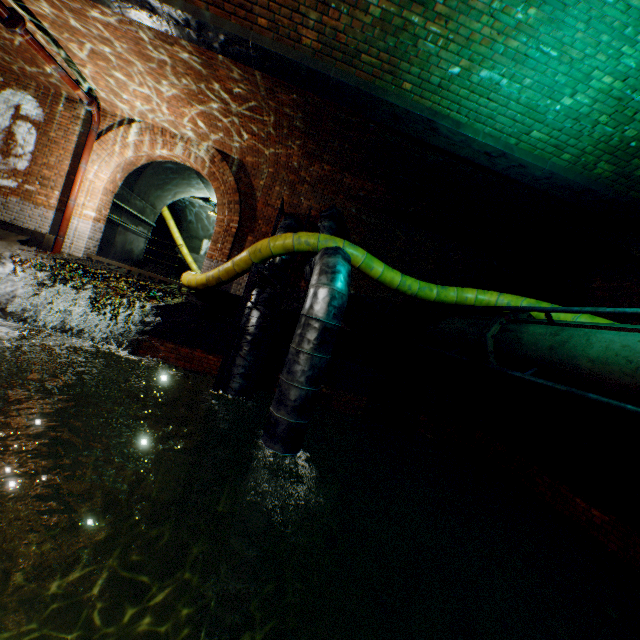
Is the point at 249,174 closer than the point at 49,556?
No

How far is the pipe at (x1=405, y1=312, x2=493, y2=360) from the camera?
6.4 meters

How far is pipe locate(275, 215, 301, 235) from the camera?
8.5m

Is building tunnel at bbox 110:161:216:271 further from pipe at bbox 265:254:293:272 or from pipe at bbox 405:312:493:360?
pipe at bbox 405:312:493:360

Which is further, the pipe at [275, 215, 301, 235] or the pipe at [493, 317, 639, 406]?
the pipe at [275, 215, 301, 235]

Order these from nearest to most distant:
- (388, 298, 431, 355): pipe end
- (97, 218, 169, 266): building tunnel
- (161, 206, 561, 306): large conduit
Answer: (161, 206, 561, 306): large conduit
(388, 298, 431, 355): pipe end
(97, 218, 169, 266): building tunnel

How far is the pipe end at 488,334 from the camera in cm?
580

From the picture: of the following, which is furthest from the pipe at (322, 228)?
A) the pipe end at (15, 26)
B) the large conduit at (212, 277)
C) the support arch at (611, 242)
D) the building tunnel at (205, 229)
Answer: the pipe end at (15, 26)
